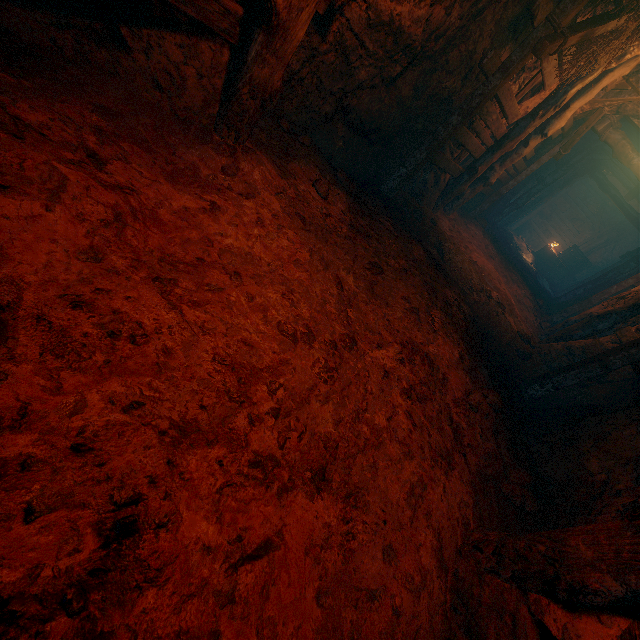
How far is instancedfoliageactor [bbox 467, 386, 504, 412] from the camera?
3.5 meters

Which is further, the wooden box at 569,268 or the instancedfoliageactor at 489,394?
the wooden box at 569,268

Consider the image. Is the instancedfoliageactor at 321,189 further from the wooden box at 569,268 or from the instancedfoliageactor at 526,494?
the wooden box at 569,268

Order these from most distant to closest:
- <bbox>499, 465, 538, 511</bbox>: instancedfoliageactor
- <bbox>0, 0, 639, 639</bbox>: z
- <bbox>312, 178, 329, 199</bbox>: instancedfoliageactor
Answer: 1. <bbox>312, 178, 329, 199</bbox>: instancedfoliageactor
2. <bbox>499, 465, 538, 511</bbox>: instancedfoliageactor
3. <bbox>0, 0, 639, 639</bbox>: z

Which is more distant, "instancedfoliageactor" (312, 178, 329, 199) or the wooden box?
the wooden box

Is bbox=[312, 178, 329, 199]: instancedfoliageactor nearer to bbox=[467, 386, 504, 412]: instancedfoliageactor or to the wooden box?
bbox=[467, 386, 504, 412]: instancedfoliageactor

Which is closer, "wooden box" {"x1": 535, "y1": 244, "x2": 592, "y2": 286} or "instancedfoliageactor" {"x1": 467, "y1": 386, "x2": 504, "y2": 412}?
"instancedfoliageactor" {"x1": 467, "y1": 386, "x2": 504, "y2": 412}

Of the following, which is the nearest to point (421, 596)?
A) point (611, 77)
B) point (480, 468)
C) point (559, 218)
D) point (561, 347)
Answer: point (480, 468)
